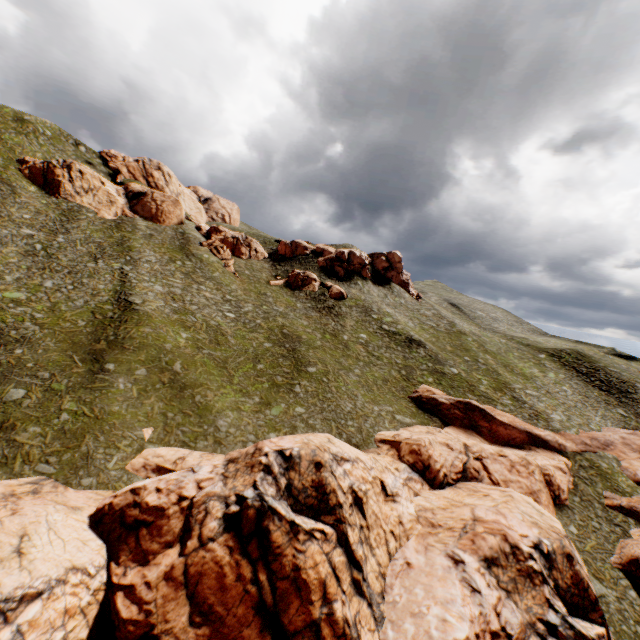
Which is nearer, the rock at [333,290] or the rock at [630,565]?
the rock at [630,565]

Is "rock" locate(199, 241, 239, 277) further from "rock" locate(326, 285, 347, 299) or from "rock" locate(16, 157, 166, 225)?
"rock" locate(16, 157, 166, 225)

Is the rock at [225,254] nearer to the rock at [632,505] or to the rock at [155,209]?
the rock at [155,209]

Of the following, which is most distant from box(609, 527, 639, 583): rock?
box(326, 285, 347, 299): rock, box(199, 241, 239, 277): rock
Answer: box(199, 241, 239, 277): rock

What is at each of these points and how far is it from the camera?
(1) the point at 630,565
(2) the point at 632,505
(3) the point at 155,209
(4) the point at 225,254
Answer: (1) rock, 25.8m
(2) rock, 31.1m
(3) rock, 59.6m
(4) rock, 59.8m

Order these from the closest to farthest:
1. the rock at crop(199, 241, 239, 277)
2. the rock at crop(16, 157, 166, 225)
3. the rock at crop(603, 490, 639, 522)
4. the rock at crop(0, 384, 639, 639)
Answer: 1. the rock at crop(0, 384, 639, 639)
2. the rock at crop(603, 490, 639, 522)
3. the rock at crop(16, 157, 166, 225)
4. the rock at crop(199, 241, 239, 277)

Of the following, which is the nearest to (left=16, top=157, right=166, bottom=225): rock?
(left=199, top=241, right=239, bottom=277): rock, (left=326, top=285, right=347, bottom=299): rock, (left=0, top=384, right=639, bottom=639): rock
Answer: (left=199, top=241, right=239, bottom=277): rock

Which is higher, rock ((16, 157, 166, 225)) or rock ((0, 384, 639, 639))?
rock ((16, 157, 166, 225))
